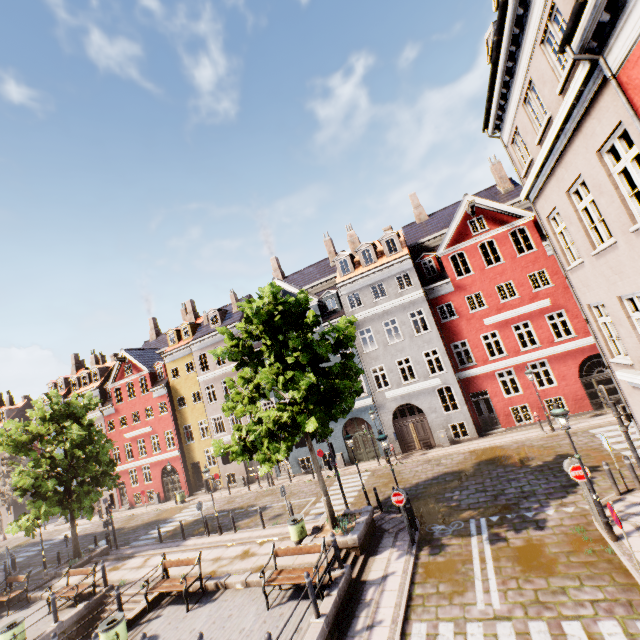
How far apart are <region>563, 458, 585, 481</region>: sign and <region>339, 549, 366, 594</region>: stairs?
7.5 meters

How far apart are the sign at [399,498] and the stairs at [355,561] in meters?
2.1

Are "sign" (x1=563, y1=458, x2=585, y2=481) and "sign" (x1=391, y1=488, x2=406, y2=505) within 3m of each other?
no

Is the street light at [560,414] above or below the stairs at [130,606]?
above

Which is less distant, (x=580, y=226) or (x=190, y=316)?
(x=580, y=226)

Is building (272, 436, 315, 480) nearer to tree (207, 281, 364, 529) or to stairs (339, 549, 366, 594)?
tree (207, 281, 364, 529)

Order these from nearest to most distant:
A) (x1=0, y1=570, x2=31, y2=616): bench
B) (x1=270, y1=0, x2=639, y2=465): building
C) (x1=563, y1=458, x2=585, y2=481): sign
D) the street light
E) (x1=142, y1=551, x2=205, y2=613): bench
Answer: (x1=270, y1=0, x2=639, y2=465): building < the street light < (x1=563, y1=458, x2=585, y2=481): sign < (x1=142, y1=551, x2=205, y2=613): bench < (x1=0, y1=570, x2=31, y2=616): bench

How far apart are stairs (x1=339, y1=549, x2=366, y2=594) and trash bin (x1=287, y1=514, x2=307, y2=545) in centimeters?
149cm
